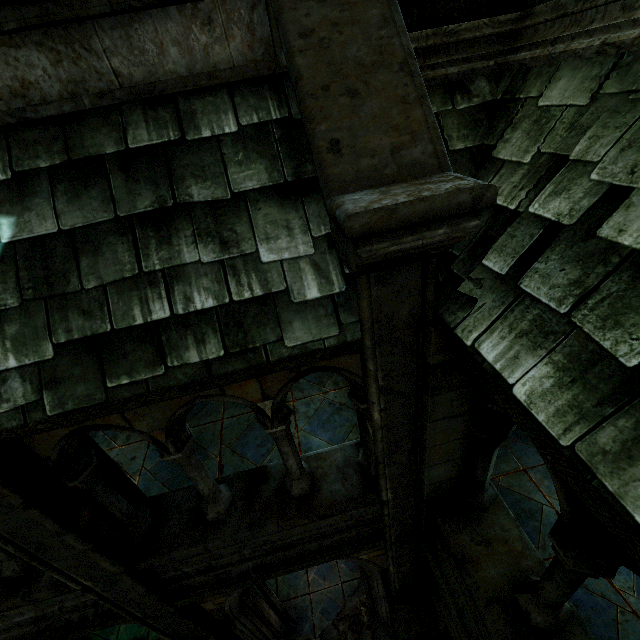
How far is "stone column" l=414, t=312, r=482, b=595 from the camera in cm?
225

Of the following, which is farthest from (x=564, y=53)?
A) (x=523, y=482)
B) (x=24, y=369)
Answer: (x=523, y=482)

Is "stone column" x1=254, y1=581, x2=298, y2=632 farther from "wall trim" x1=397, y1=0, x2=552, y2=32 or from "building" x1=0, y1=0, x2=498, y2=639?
"wall trim" x1=397, y1=0, x2=552, y2=32

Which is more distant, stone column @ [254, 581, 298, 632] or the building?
stone column @ [254, 581, 298, 632]

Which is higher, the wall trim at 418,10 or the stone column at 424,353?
the wall trim at 418,10

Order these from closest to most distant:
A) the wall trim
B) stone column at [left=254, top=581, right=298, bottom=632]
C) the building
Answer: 1. the building
2. the wall trim
3. stone column at [left=254, top=581, right=298, bottom=632]

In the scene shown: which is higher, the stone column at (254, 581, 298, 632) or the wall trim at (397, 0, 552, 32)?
the wall trim at (397, 0, 552, 32)

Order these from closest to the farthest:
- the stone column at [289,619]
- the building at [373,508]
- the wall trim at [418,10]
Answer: the building at [373,508] < the wall trim at [418,10] < the stone column at [289,619]
